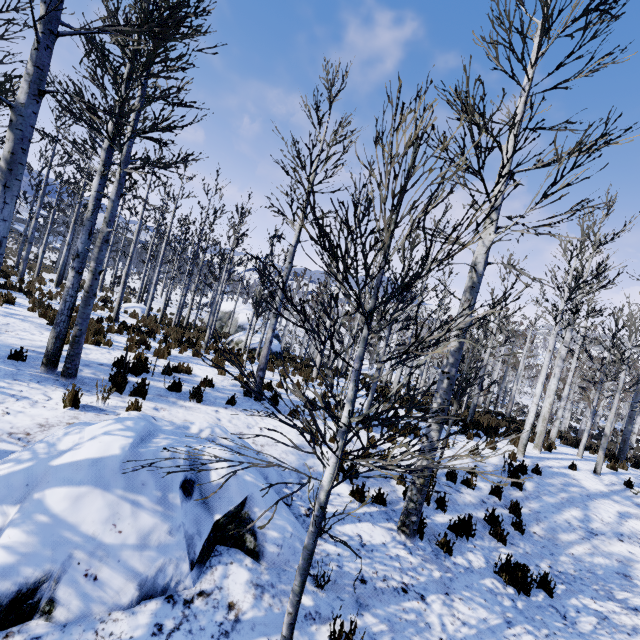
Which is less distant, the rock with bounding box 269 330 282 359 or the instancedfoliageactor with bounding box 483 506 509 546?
the instancedfoliageactor with bounding box 483 506 509 546

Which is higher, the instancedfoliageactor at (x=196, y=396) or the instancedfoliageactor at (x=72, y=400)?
the instancedfoliageactor at (x=72, y=400)

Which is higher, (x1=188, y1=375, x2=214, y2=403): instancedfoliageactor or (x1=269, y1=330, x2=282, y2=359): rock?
(x1=188, y1=375, x2=214, y2=403): instancedfoliageactor

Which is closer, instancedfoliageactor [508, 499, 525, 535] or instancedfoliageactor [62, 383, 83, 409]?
instancedfoliageactor [62, 383, 83, 409]

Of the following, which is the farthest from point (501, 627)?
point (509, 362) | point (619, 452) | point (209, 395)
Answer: point (509, 362)

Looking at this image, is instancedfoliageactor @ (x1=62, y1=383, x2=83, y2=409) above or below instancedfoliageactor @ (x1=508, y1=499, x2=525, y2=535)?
above

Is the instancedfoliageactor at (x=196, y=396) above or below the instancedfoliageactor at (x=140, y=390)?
below
